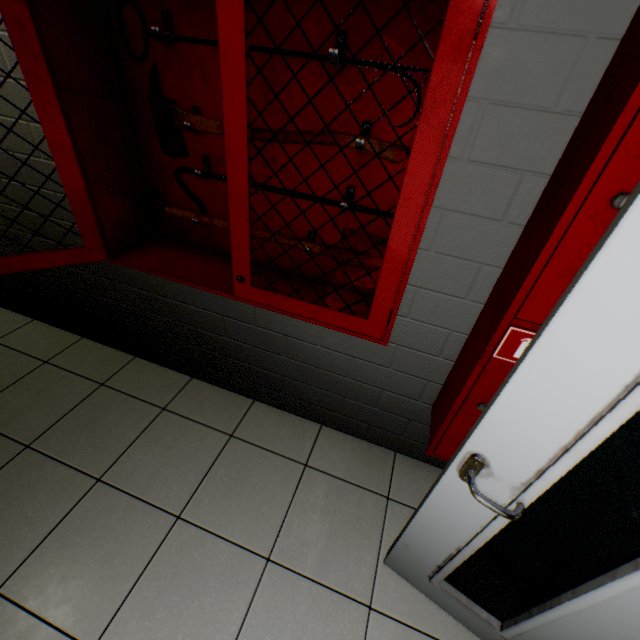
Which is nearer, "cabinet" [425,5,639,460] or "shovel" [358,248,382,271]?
"cabinet" [425,5,639,460]

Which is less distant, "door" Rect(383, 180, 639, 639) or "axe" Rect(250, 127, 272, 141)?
"door" Rect(383, 180, 639, 639)

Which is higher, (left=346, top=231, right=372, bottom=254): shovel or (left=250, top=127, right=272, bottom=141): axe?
(left=250, top=127, right=272, bottom=141): axe

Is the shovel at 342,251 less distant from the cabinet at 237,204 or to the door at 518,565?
the cabinet at 237,204

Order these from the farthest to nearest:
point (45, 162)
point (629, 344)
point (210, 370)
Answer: point (210, 370) → point (45, 162) → point (629, 344)

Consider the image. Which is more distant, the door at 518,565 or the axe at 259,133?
the axe at 259,133

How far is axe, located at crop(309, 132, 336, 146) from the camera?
1.11m
